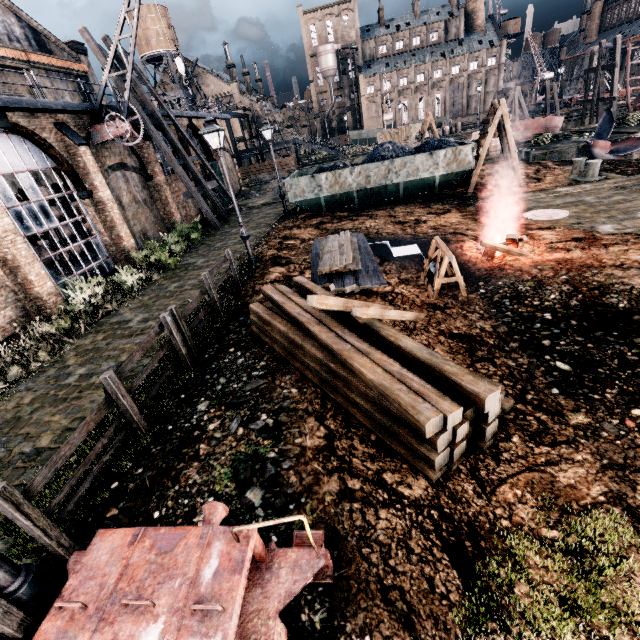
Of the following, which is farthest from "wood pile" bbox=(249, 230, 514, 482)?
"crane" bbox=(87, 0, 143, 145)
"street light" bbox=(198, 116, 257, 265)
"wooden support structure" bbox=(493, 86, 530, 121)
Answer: "wooden support structure" bbox=(493, 86, 530, 121)

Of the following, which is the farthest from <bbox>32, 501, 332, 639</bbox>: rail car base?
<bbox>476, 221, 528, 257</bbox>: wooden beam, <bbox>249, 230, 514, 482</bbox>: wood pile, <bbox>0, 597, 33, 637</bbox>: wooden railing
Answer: <bbox>476, 221, 528, 257</bbox>: wooden beam

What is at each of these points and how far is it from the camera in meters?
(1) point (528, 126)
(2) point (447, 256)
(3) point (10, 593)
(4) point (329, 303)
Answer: (1) boat, 29.9 m
(2) wooden support structure, 8.1 m
(3) street light, 4.0 m
(4) wooden beam, 6.0 m

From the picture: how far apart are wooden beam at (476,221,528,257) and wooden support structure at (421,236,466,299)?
1.4m

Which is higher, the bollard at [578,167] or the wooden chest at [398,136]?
the wooden chest at [398,136]

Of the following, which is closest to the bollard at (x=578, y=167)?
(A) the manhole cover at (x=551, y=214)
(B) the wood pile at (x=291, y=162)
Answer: (A) the manhole cover at (x=551, y=214)

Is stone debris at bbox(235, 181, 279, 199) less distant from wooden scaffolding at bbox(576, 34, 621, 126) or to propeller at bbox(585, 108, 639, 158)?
propeller at bbox(585, 108, 639, 158)

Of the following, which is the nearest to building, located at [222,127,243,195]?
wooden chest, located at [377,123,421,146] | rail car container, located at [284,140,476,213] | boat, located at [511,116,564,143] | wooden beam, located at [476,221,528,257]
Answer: rail car container, located at [284,140,476,213]
